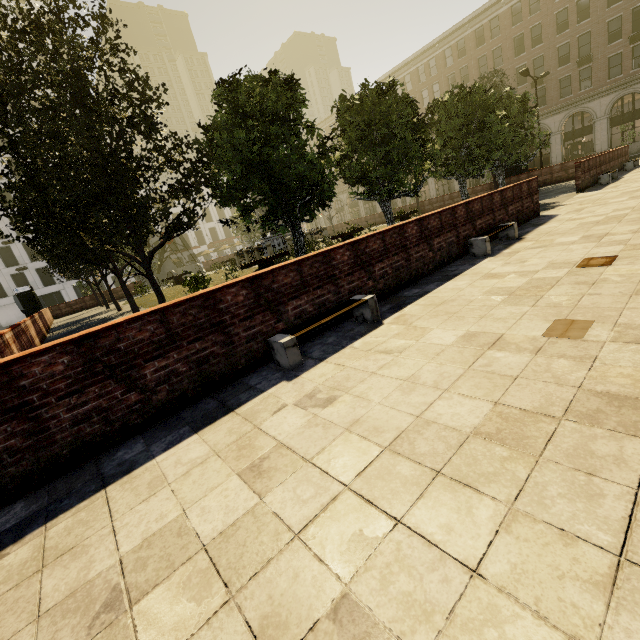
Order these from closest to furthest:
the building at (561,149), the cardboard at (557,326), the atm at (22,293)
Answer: the cardboard at (557,326), the atm at (22,293), the building at (561,149)

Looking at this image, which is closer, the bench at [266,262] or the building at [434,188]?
the bench at [266,262]

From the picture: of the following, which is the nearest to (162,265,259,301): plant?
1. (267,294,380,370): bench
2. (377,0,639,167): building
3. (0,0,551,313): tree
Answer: (0,0,551,313): tree

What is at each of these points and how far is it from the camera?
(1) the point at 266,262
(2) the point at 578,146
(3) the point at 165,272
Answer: (1) bench, 14.8 meters
(2) phone booth, 35.4 meters
(3) underground building, 45.0 meters

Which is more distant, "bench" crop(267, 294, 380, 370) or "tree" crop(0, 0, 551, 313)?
"tree" crop(0, 0, 551, 313)

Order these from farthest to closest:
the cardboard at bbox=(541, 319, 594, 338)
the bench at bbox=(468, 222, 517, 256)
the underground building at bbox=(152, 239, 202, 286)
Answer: the underground building at bbox=(152, 239, 202, 286)
the bench at bbox=(468, 222, 517, 256)
the cardboard at bbox=(541, 319, 594, 338)

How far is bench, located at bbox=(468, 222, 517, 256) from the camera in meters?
7.2

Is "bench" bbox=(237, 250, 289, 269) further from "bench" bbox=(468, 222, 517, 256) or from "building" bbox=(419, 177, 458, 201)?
"building" bbox=(419, 177, 458, 201)
